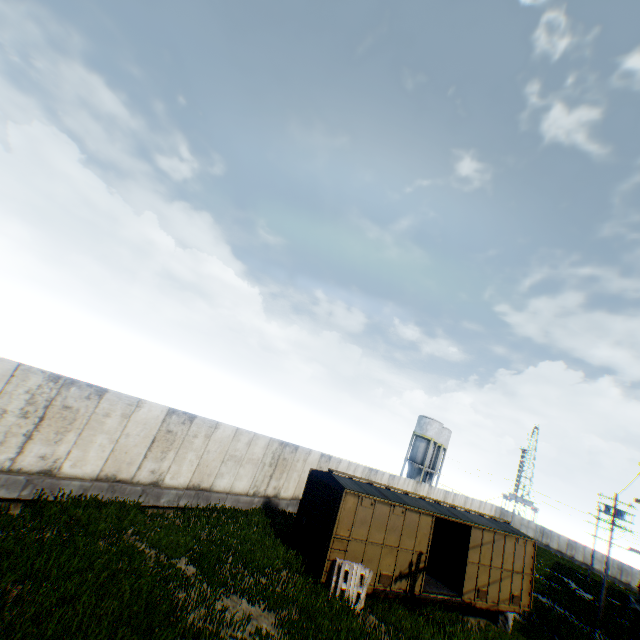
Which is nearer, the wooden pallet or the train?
the wooden pallet

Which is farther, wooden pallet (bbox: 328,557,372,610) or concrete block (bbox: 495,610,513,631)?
concrete block (bbox: 495,610,513,631)

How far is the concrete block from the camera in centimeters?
1562cm

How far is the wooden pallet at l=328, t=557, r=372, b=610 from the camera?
11.72m

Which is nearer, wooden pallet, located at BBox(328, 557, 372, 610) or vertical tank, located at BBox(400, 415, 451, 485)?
wooden pallet, located at BBox(328, 557, 372, 610)

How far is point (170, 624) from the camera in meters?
7.6

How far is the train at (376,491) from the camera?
12.8 meters

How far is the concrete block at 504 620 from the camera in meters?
15.6 m
